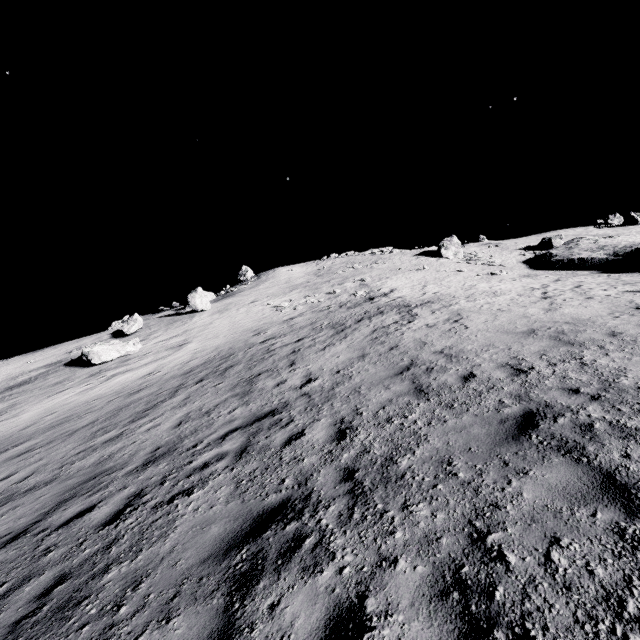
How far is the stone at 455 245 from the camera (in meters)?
39.94

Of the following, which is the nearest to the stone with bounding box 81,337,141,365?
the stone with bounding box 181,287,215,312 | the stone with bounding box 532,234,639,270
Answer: the stone with bounding box 181,287,215,312

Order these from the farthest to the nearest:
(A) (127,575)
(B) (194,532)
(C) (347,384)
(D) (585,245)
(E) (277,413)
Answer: (D) (585,245) → (C) (347,384) → (E) (277,413) → (B) (194,532) → (A) (127,575)

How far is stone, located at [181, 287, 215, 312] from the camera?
32.8 meters

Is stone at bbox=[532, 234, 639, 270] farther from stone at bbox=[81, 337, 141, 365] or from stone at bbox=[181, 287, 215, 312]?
stone at bbox=[81, 337, 141, 365]

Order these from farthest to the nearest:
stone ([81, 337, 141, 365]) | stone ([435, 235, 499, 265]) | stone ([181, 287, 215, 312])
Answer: stone ([435, 235, 499, 265]) → stone ([181, 287, 215, 312]) → stone ([81, 337, 141, 365])

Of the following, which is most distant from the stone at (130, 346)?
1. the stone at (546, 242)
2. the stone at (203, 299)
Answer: the stone at (546, 242)

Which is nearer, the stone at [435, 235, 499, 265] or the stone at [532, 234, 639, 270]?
the stone at [532, 234, 639, 270]
